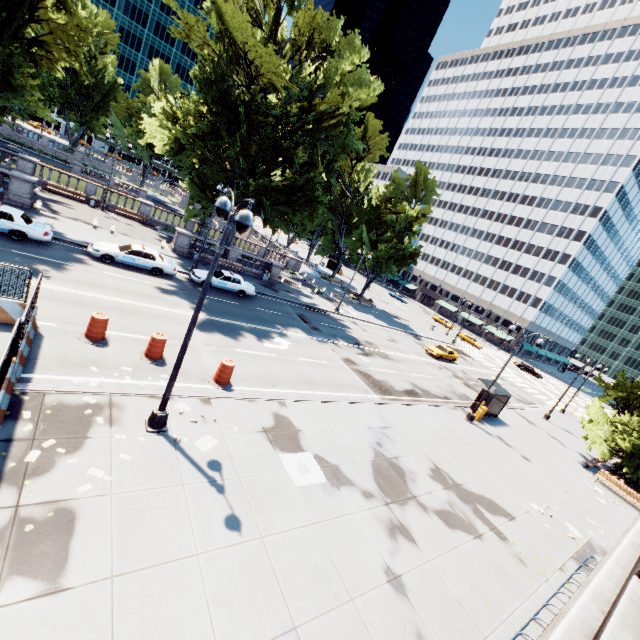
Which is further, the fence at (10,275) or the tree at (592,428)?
the tree at (592,428)

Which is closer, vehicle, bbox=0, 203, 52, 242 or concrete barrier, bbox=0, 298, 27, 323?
concrete barrier, bbox=0, 298, 27, 323

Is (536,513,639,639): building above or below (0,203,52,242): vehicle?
above

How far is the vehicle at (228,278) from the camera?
25.0m

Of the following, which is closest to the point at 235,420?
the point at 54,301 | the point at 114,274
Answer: the point at 54,301

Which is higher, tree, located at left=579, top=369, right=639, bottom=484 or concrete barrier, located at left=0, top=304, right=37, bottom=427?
tree, located at left=579, top=369, right=639, bottom=484

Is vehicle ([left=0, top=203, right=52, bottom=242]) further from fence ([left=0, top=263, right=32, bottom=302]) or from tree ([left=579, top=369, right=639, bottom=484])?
fence ([left=0, top=263, right=32, bottom=302])

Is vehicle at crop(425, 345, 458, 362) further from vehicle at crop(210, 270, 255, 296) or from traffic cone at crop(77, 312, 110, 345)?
traffic cone at crop(77, 312, 110, 345)
